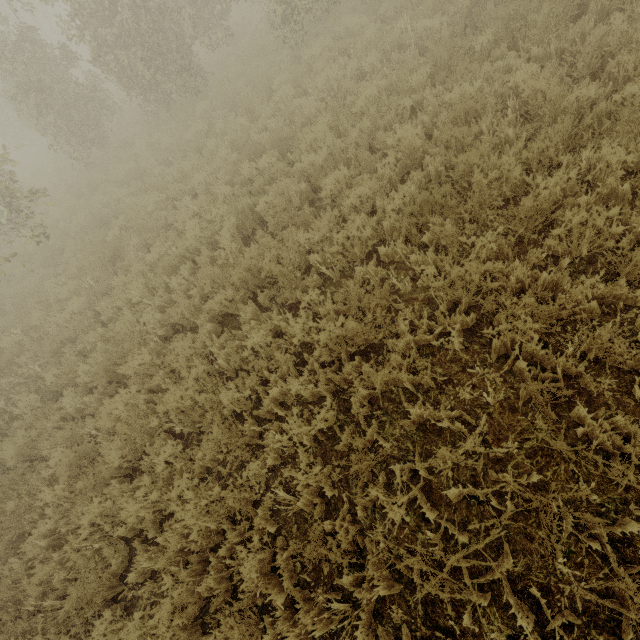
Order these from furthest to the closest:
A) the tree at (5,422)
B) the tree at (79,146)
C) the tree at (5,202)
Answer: the tree at (79,146) < the tree at (5,202) < the tree at (5,422)

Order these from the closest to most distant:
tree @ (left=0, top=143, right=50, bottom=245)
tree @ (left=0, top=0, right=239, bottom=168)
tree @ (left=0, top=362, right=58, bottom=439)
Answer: tree @ (left=0, top=362, right=58, bottom=439) < tree @ (left=0, top=143, right=50, bottom=245) < tree @ (left=0, top=0, right=239, bottom=168)

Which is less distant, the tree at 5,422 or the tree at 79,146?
the tree at 5,422

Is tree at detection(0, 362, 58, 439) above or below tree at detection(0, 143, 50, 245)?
below

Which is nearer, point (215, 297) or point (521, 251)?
point (521, 251)

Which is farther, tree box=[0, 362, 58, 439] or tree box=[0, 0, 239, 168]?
tree box=[0, 0, 239, 168]
